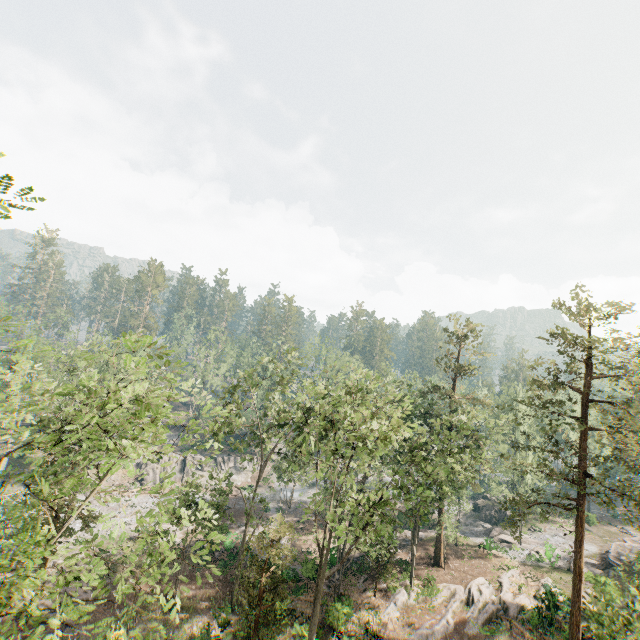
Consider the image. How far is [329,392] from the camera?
21.3 meters

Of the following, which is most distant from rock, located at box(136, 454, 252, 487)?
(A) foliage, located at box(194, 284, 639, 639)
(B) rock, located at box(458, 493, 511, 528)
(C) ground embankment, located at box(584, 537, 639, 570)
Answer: (C) ground embankment, located at box(584, 537, 639, 570)

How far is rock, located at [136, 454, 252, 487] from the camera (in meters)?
48.56

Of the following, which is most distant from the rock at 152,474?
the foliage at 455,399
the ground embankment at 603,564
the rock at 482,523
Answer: the ground embankment at 603,564

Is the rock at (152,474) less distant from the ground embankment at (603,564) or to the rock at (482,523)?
the rock at (482,523)

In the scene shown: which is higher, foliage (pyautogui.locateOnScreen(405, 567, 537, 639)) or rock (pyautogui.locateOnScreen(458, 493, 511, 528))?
foliage (pyautogui.locateOnScreen(405, 567, 537, 639))

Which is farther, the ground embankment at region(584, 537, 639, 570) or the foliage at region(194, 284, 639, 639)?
the ground embankment at region(584, 537, 639, 570)
